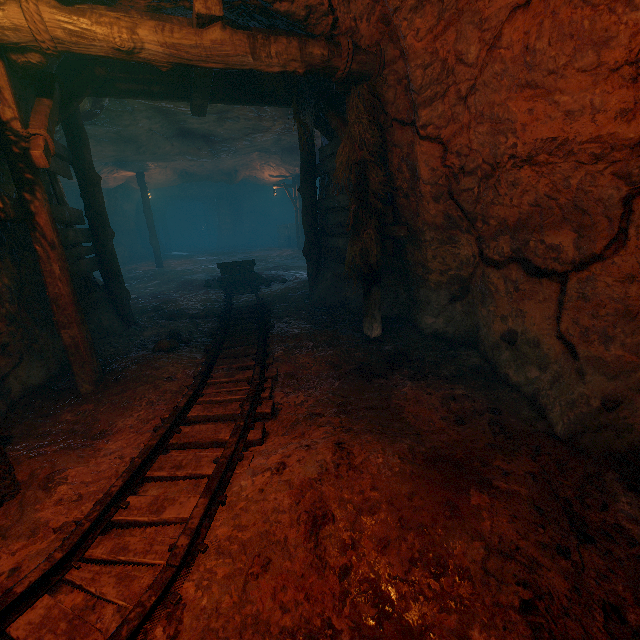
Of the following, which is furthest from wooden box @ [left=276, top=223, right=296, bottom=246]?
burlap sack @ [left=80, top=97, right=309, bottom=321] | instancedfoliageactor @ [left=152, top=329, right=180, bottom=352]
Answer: instancedfoliageactor @ [left=152, top=329, right=180, bottom=352]

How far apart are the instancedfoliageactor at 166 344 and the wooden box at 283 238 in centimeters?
2018cm

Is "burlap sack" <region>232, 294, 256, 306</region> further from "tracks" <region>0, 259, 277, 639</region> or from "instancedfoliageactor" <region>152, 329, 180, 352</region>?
"instancedfoliageactor" <region>152, 329, 180, 352</region>

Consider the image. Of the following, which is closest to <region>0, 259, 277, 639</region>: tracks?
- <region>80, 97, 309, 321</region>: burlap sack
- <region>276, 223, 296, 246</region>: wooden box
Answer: <region>80, 97, 309, 321</region>: burlap sack

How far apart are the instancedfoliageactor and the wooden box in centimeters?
2018cm

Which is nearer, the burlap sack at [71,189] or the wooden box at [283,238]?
the burlap sack at [71,189]

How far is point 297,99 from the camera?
5.8 meters

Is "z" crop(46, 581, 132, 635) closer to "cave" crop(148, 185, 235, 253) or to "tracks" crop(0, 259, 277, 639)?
"tracks" crop(0, 259, 277, 639)
